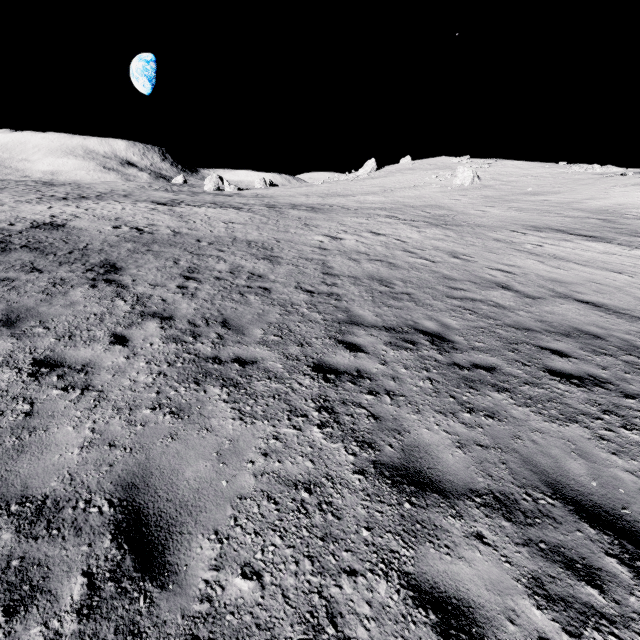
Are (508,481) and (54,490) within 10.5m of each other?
yes
